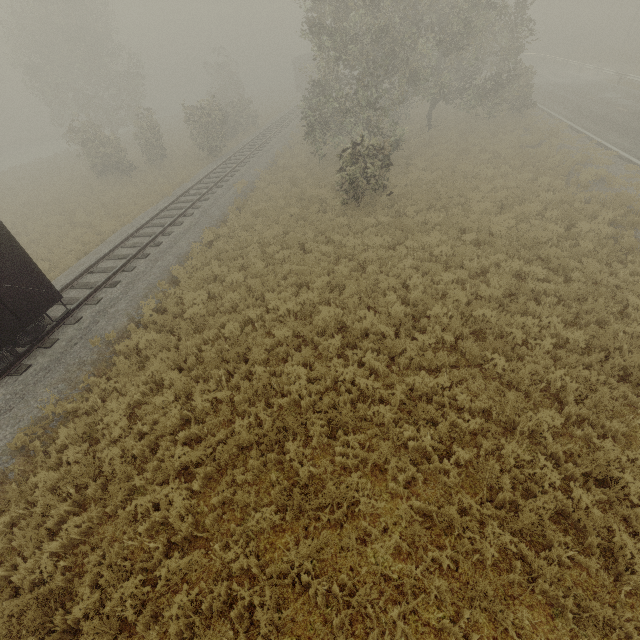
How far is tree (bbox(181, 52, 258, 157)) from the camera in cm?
2478

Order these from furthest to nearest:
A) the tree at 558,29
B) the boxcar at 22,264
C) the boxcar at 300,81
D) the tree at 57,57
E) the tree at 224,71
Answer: the boxcar at 300,81 → the tree at 558,29 → the tree at 57,57 → the tree at 224,71 → the boxcar at 22,264

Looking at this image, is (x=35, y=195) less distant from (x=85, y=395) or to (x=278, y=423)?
(x=85, y=395)

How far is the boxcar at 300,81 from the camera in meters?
42.1 m

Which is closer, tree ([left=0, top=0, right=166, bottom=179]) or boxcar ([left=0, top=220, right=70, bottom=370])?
A: boxcar ([left=0, top=220, right=70, bottom=370])

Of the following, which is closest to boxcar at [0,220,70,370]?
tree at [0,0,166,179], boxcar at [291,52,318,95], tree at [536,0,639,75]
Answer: tree at [0,0,166,179]

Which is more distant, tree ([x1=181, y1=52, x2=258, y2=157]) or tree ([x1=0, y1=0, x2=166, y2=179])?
tree ([x1=0, y1=0, x2=166, y2=179])

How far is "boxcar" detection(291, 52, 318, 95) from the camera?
42.12m
